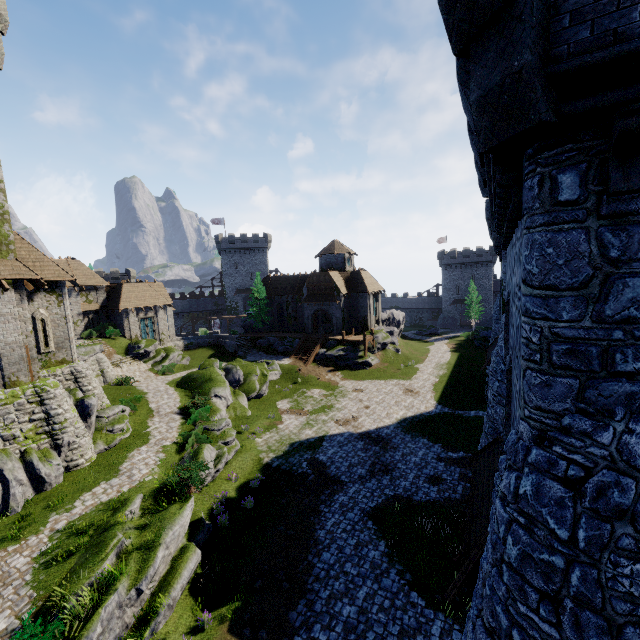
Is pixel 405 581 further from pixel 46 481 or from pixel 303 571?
pixel 46 481

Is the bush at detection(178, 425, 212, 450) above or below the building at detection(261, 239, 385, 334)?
below

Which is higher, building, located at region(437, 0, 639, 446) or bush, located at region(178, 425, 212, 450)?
building, located at region(437, 0, 639, 446)

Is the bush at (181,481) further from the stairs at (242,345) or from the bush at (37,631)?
the stairs at (242,345)

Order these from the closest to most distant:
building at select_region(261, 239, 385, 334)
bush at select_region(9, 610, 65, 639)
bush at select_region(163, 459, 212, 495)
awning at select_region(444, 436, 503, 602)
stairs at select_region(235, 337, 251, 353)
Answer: awning at select_region(444, 436, 503, 602), bush at select_region(9, 610, 65, 639), bush at select_region(163, 459, 212, 495), building at select_region(261, 239, 385, 334), stairs at select_region(235, 337, 251, 353)

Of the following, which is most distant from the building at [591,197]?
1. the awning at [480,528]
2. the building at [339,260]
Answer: the building at [339,260]

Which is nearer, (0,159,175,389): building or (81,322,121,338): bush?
(0,159,175,389): building

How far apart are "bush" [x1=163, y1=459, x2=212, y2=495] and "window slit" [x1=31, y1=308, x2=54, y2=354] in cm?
1154
